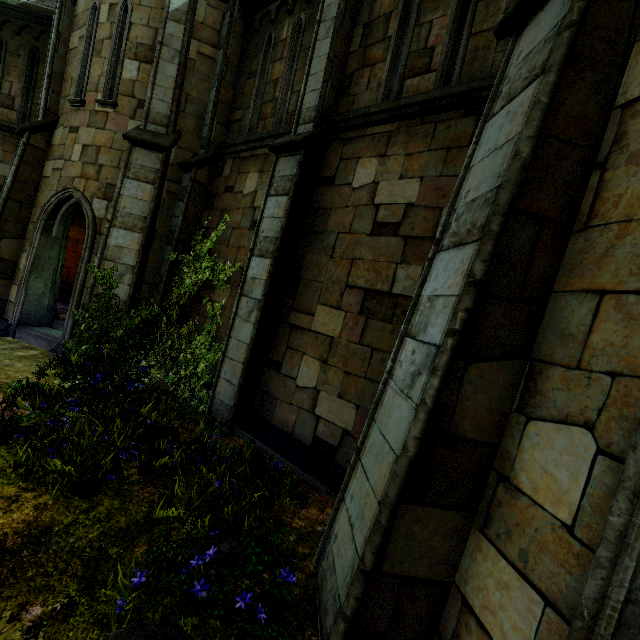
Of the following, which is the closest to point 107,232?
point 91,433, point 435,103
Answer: point 91,433
